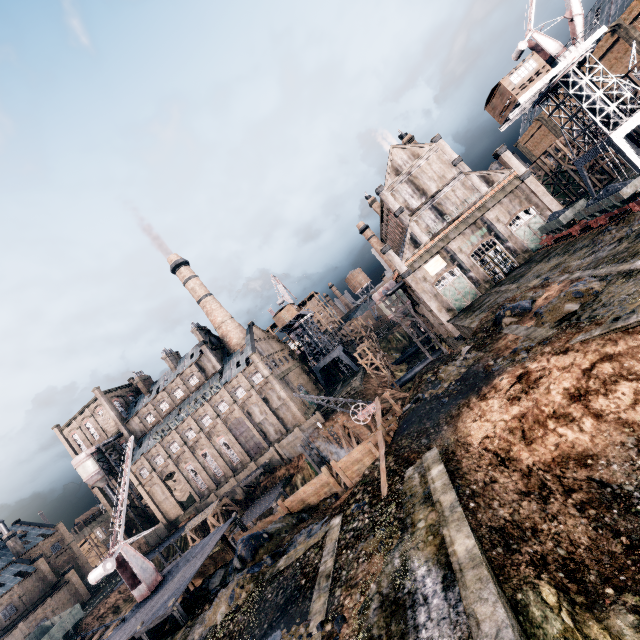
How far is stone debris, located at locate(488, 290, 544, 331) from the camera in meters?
23.6

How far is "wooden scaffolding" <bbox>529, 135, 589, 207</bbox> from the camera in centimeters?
5047cm

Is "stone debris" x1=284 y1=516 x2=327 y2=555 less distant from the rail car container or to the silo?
the rail car container

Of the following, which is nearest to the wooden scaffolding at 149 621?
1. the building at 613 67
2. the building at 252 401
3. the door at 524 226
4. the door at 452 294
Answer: the building at 613 67

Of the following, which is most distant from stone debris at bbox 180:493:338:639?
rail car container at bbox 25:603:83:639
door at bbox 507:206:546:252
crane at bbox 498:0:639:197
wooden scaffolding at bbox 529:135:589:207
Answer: wooden scaffolding at bbox 529:135:589:207

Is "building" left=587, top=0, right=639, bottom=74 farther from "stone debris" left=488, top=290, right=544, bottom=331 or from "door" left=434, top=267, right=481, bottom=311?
"stone debris" left=488, top=290, right=544, bottom=331

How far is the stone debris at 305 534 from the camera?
18.0 meters

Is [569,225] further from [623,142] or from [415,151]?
[415,151]
